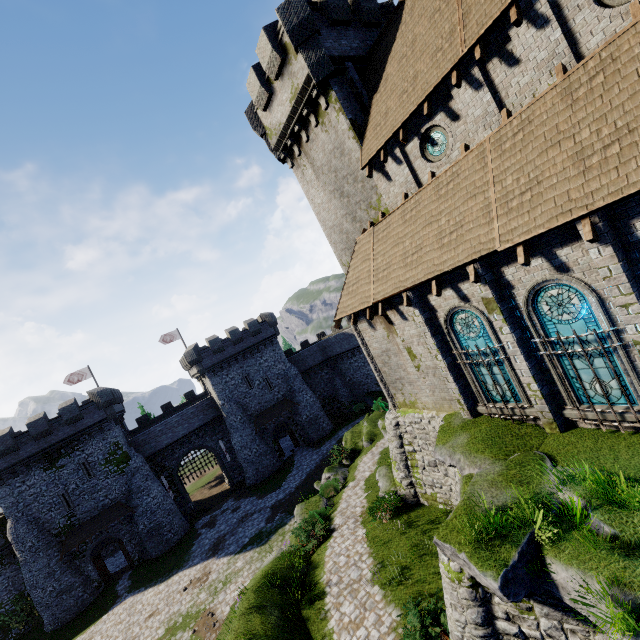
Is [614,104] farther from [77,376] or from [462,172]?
[77,376]

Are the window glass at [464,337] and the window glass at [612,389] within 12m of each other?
yes

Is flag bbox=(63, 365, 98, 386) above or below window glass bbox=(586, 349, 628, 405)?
above

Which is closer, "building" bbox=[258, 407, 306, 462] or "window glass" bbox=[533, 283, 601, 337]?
"window glass" bbox=[533, 283, 601, 337]

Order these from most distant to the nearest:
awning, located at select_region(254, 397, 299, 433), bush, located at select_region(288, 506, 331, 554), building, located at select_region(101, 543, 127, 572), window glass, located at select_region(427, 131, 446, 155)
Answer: awning, located at select_region(254, 397, 299, 433), building, located at select_region(101, 543, 127, 572), bush, located at select_region(288, 506, 331, 554), window glass, located at select_region(427, 131, 446, 155)

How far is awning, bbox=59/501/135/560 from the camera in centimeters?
2870cm

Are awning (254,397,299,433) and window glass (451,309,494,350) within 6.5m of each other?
no

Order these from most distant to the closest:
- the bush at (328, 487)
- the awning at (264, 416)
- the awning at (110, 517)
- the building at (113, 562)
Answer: the awning at (264, 416) → the building at (113, 562) → the awning at (110, 517) → the bush at (328, 487)
